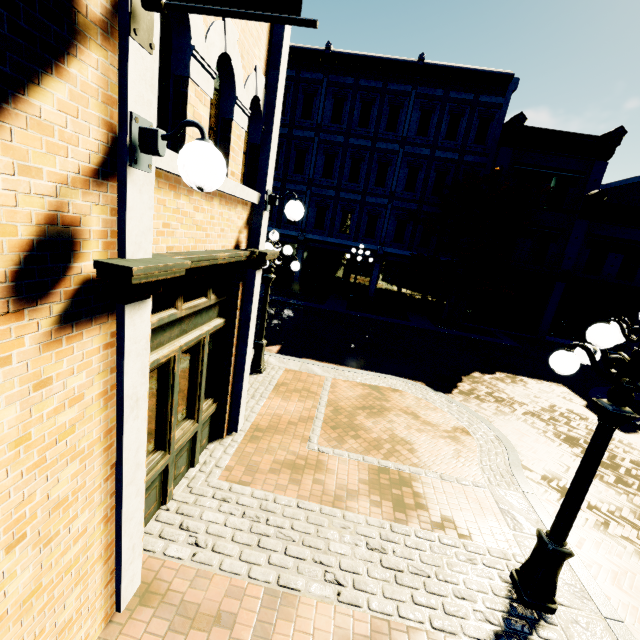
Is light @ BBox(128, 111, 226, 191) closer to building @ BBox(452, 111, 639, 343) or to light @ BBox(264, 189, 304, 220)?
light @ BBox(264, 189, 304, 220)

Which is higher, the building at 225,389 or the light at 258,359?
the building at 225,389

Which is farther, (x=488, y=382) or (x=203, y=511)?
(x=488, y=382)

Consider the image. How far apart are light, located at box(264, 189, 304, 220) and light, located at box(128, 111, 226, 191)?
2.7 meters

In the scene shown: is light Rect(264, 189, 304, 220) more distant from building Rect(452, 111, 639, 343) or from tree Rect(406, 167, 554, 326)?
building Rect(452, 111, 639, 343)

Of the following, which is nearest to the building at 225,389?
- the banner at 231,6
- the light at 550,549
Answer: the banner at 231,6

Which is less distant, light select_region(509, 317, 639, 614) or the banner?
the banner

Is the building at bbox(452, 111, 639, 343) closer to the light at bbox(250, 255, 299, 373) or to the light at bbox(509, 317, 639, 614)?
the light at bbox(250, 255, 299, 373)
